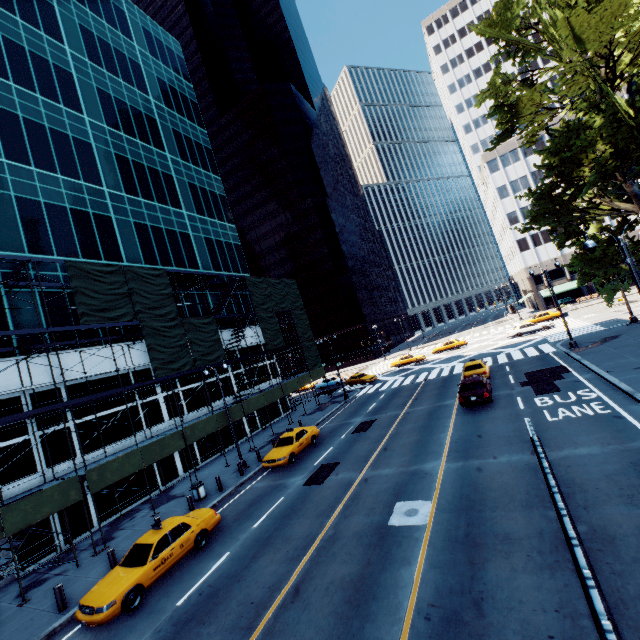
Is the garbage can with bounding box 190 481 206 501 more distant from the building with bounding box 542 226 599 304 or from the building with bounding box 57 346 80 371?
the building with bounding box 542 226 599 304

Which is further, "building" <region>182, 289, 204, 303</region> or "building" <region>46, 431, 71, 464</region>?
"building" <region>182, 289, 204, 303</region>

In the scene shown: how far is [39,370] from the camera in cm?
1892

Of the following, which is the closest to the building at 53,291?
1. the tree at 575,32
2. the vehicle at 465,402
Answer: the vehicle at 465,402

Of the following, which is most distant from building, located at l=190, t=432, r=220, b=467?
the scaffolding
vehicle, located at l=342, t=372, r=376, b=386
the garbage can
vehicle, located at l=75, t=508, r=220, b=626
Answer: vehicle, located at l=342, t=372, r=376, b=386

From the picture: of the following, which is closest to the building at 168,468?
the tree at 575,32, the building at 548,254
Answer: the tree at 575,32

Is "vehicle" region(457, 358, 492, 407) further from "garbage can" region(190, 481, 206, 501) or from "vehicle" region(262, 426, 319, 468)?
"garbage can" region(190, 481, 206, 501)

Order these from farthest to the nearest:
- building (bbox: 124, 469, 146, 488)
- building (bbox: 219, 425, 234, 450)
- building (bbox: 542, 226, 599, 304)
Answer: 1. building (bbox: 542, 226, 599, 304)
2. building (bbox: 219, 425, 234, 450)
3. building (bbox: 124, 469, 146, 488)
